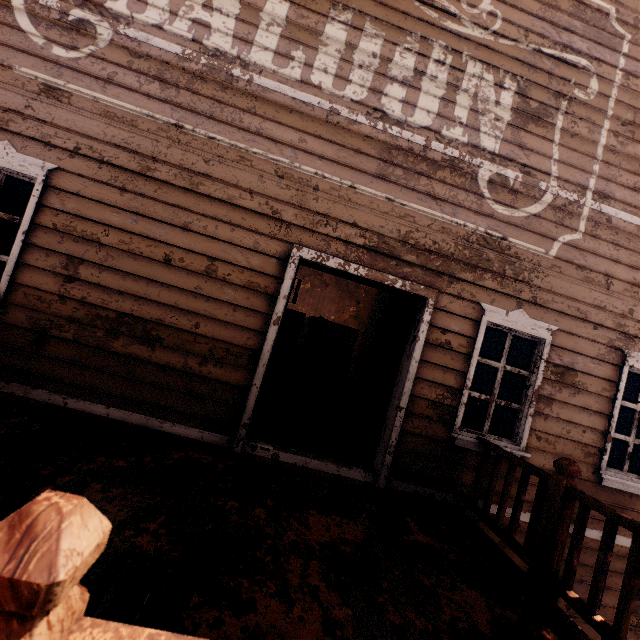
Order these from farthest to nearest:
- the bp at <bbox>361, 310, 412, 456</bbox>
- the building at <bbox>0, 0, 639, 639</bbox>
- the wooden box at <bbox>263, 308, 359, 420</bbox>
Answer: the wooden box at <bbox>263, 308, 359, 420</bbox>
the bp at <bbox>361, 310, 412, 456</bbox>
the building at <bbox>0, 0, 639, 639</bbox>

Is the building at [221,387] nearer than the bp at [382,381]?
Yes

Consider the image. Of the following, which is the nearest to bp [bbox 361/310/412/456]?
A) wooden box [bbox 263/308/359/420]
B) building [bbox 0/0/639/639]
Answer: building [bbox 0/0/639/639]

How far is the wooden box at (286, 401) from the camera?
→ 6.0 meters

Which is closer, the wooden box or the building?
the building

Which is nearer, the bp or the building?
the building

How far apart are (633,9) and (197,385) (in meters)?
7.40
